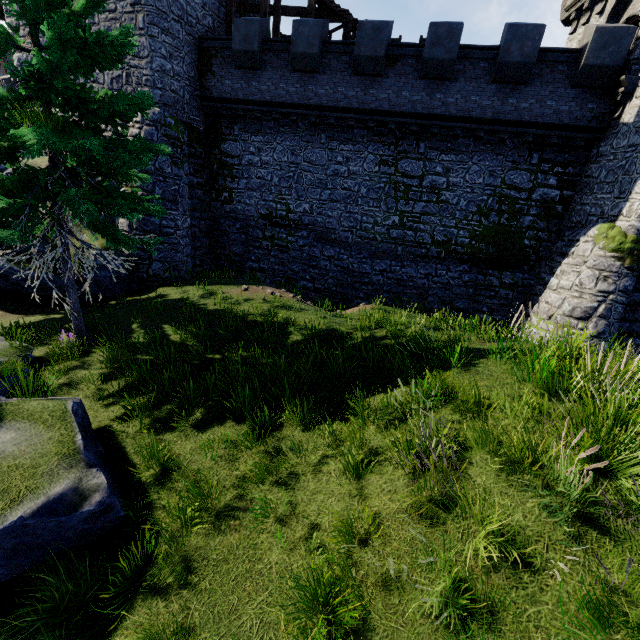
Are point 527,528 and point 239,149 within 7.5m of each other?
no

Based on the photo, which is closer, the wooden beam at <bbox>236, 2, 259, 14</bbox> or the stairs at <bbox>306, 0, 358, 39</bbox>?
the stairs at <bbox>306, 0, 358, 39</bbox>

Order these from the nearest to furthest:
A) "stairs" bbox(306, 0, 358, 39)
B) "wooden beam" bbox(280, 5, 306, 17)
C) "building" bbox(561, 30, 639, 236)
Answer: "building" bbox(561, 30, 639, 236) < "stairs" bbox(306, 0, 358, 39) < "wooden beam" bbox(280, 5, 306, 17)

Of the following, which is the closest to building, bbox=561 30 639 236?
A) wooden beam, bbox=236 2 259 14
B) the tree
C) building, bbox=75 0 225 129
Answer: the tree

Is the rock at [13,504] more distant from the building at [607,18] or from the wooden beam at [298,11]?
the wooden beam at [298,11]

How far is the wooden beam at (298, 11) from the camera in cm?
A: 1747

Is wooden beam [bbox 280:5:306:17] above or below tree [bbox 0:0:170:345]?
above

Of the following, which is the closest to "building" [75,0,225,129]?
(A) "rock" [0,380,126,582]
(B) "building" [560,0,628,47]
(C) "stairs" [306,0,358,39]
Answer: (C) "stairs" [306,0,358,39]
